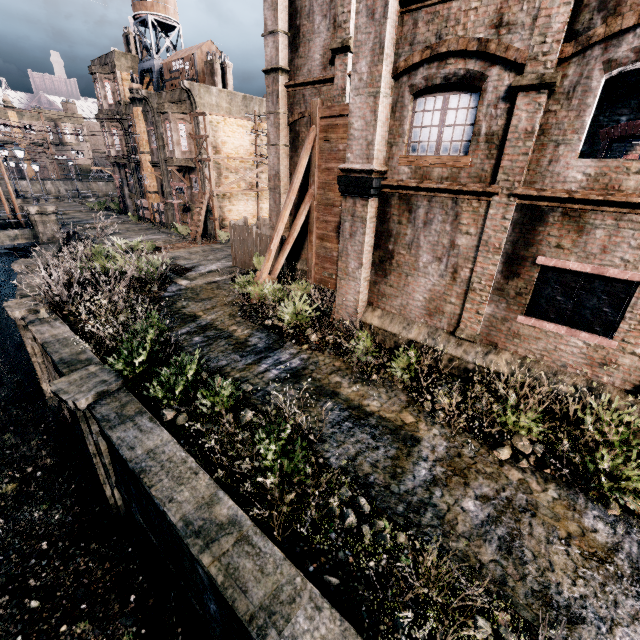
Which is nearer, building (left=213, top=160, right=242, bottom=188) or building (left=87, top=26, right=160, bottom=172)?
building (left=213, top=160, right=242, bottom=188)

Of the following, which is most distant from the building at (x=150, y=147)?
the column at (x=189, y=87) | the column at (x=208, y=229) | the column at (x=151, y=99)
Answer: the column at (x=189, y=87)

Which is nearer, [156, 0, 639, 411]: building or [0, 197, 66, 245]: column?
[156, 0, 639, 411]: building

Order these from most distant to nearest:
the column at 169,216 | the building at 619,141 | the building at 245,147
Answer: the column at 169,216 < the building at 245,147 < the building at 619,141

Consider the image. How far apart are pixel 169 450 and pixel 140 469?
0.70m

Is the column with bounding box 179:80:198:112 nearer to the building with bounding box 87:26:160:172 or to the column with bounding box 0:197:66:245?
the building with bounding box 87:26:160:172

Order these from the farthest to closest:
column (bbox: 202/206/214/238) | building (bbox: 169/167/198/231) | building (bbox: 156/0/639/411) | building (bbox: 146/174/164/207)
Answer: building (bbox: 146/174/164/207), building (bbox: 169/167/198/231), column (bbox: 202/206/214/238), building (bbox: 156/0/639/411)

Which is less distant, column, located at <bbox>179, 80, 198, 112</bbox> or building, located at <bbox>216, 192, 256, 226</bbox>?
column, located at <bbox>179, 80, 198, 112</bbox>
